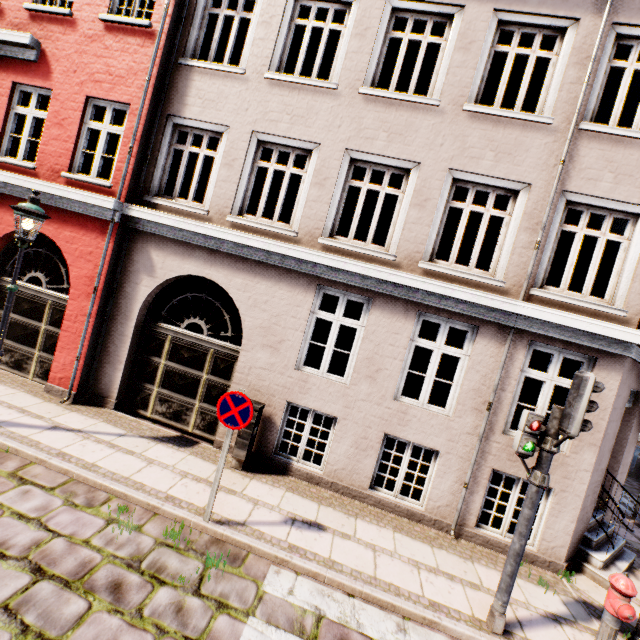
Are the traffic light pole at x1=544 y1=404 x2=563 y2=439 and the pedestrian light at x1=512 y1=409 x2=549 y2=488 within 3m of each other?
yes

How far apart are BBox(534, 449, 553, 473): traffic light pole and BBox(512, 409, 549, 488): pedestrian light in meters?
0.0

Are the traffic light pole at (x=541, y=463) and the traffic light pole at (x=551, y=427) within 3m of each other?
yes

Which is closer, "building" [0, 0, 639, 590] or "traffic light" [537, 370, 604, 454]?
"traffic light" [537, 370, 604, 454]

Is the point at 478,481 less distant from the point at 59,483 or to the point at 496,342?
the point at 496,342

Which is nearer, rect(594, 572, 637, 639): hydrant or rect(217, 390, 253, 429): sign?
rect(594, 572, 637, 639): hydrant

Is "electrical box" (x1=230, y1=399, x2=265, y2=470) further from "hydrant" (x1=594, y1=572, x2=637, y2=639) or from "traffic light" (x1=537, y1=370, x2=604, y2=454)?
"hydrant" (x1=594, y1=572, x2=637, y2=639)

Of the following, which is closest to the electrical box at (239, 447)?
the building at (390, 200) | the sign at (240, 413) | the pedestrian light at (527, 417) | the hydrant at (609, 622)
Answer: the building at (390, 200)
